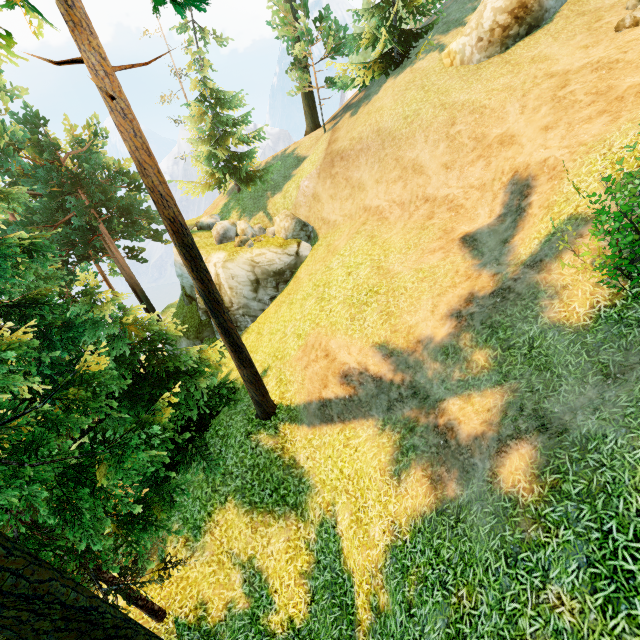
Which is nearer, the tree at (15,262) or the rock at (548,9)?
the tree at (15,262)

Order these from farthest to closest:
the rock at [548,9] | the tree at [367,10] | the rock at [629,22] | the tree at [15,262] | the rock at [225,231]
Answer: the rock at [225,231], the tree at [367,10], the rock at [548,9], the rock at [629,22], the tree at [15,262]

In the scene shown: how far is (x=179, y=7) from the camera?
6.93m

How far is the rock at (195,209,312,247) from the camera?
19.6 meters

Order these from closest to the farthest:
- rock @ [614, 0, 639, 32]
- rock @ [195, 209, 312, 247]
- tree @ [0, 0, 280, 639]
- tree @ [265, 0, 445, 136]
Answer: tree @ [0, 0, 280, 639]
rock @ [614, 0, 639, 32]
tree @ [265, 0, 445, 136]
rock @ [195, 209, 312, 247]

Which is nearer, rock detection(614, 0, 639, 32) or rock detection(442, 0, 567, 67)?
rock detection(614, 0, 639, 32)

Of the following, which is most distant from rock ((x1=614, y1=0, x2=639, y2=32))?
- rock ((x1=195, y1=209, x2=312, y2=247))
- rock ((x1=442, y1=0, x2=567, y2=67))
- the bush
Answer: rock ((x1=195, y1=209, x2=312, y2=247))

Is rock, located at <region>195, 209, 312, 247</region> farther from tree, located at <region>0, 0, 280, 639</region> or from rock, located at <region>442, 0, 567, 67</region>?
rock, located at <region>442, 0, 567, 67</region>
